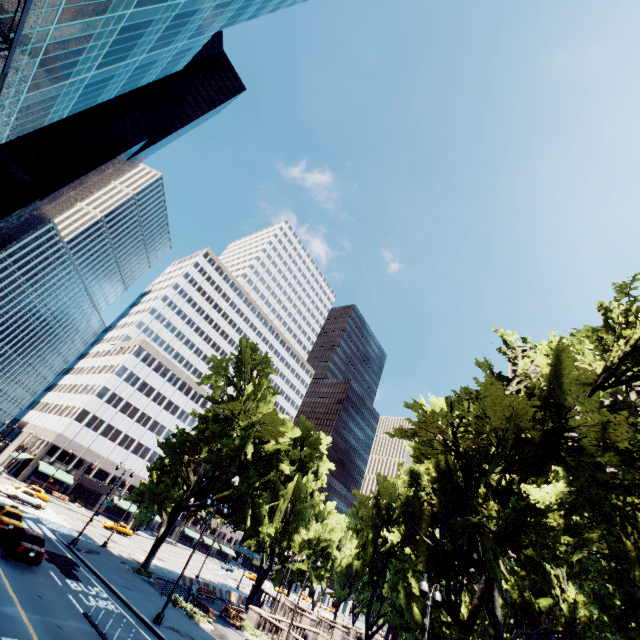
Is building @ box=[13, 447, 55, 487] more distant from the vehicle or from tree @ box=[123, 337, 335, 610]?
the vehicle

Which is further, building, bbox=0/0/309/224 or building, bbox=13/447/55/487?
building, bbox=13/447/55/487

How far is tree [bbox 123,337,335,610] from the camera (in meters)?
32.44

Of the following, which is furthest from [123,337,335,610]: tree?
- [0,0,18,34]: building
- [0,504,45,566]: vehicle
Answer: [0,0,18,34]: building

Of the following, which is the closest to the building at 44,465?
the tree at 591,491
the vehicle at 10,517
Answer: the tree at 591,491

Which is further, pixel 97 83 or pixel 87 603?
pixel 97 83

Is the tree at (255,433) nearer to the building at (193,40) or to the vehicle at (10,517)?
the vehicle at (10,517)
